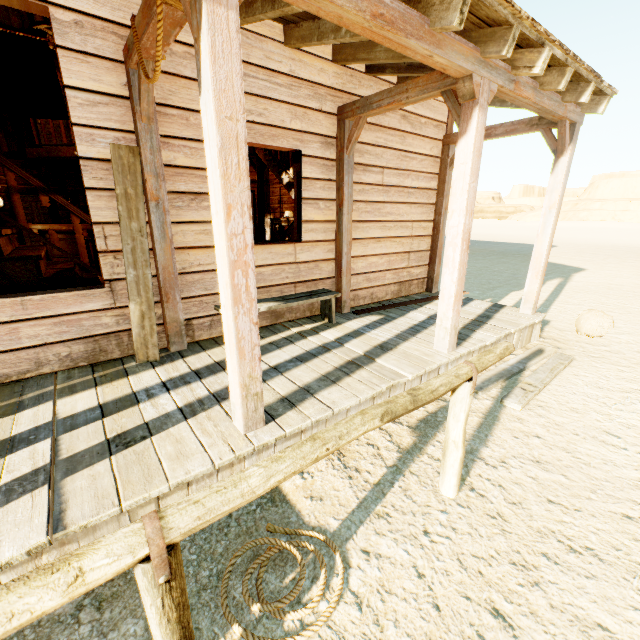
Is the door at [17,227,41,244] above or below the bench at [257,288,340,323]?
above

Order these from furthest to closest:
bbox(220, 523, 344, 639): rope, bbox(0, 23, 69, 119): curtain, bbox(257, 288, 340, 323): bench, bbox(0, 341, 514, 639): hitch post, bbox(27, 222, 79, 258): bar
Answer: bbox(27, 222, 79, 258): bar
bbox(257, 288, 340, 323): bench
bbox(0, 23, 69, 119): curtain
bbox(220, 523, 344, 639): rope
bbox(0, 341, 514, 639): hitch post

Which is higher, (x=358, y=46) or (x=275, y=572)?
(x=358, y=46)

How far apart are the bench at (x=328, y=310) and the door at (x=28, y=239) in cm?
1097

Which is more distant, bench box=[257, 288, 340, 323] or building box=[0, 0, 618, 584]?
bench box=[257, 288, 340, 323]

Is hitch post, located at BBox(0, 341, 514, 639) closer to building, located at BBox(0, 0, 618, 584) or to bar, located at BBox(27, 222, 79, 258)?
building, located at BBox(0, 0, 618, 584)

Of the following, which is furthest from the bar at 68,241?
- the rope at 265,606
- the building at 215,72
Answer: the rope at 265,606

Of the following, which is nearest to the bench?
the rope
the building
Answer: the building
